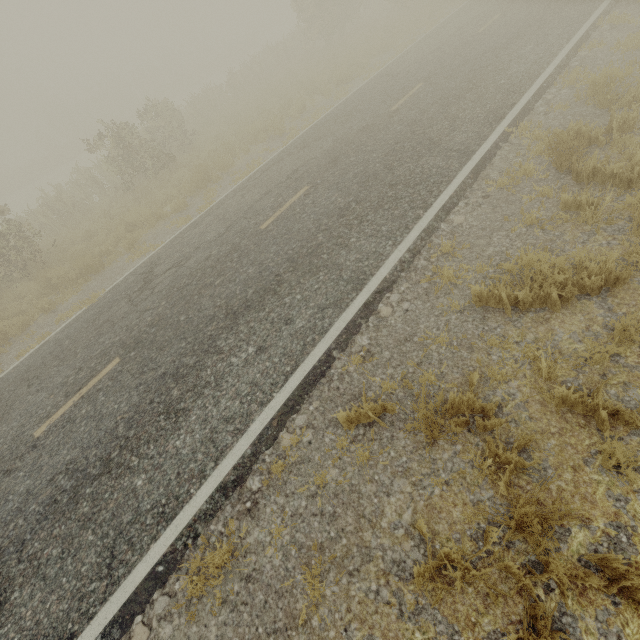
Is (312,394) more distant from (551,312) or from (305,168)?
(305,168)
